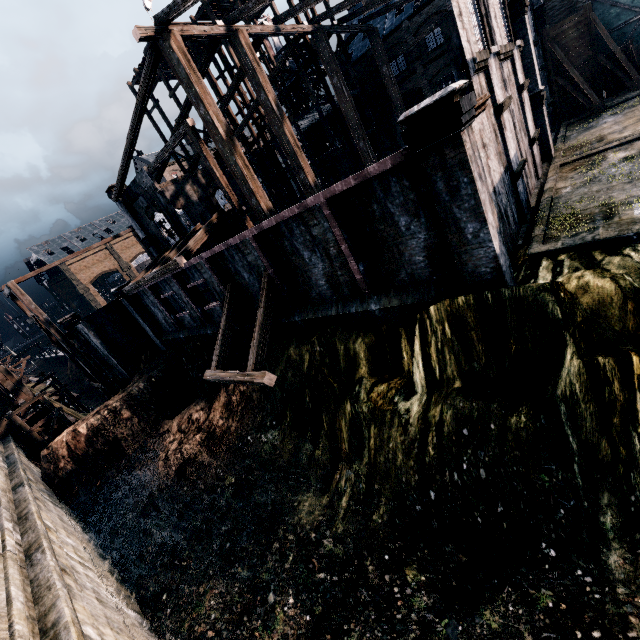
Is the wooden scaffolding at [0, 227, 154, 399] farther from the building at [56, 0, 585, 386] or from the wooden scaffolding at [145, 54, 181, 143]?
the wooden scaffolding at [145, 54, 181, 143]

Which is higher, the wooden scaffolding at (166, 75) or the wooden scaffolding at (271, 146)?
the wooden scaffolding at (166, 75)

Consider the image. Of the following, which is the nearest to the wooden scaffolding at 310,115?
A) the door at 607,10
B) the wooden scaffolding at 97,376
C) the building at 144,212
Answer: the building at 144,212

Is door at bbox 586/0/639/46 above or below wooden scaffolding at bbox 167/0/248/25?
below

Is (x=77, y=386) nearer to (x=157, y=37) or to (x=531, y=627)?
(x=157, y=37)

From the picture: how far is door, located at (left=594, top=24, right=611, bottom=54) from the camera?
27.9m

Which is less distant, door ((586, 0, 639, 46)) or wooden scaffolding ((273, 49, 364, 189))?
door ((586, 0, 639, 46))

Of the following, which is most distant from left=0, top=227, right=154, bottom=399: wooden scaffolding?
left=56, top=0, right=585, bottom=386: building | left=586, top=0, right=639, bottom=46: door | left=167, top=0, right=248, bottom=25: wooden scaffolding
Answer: left=586, top=0, right=639, bottom=46: door
